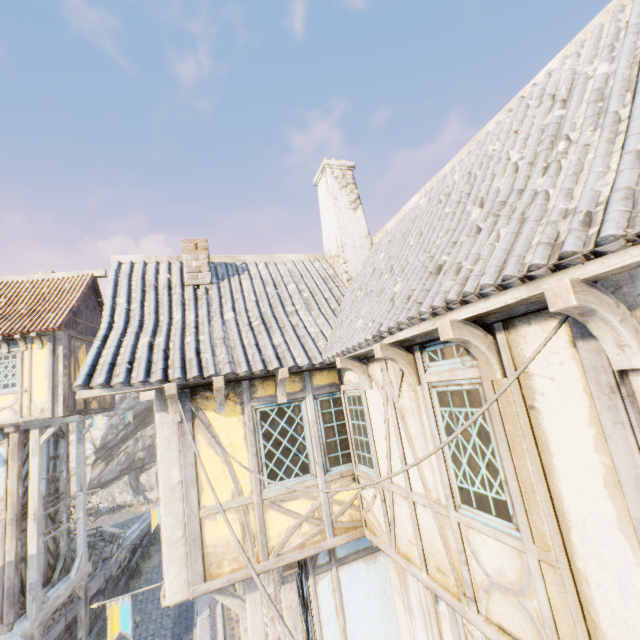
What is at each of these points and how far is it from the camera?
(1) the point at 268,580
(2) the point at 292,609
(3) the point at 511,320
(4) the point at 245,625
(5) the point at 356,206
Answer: (1) wooden structure, 7.64m
(2) wooden structure, 5.29m
(3) building, 2.62m
(4) wooden structure, 7.28m
(5) chimney, 8.45m

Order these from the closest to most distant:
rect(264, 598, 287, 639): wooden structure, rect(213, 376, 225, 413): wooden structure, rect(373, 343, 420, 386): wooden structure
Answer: rect(373, 343, 420, 386): wooden structure, rect(213, 376, 225, 413): wooden structure, rect(264, 598, 287, 639): wooden structure

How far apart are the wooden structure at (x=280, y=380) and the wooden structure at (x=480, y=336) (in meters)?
2.95

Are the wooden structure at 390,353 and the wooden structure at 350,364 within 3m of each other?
yes

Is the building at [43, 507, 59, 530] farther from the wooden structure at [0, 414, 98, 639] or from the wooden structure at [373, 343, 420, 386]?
the wooden structure at [373, 343, 420, 386]

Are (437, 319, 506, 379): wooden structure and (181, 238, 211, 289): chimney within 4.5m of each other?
no

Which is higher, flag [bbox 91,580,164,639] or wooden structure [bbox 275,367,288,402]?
wooden structure [bbox 275,367,288,402]

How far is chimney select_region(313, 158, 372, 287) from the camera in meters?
7.9
